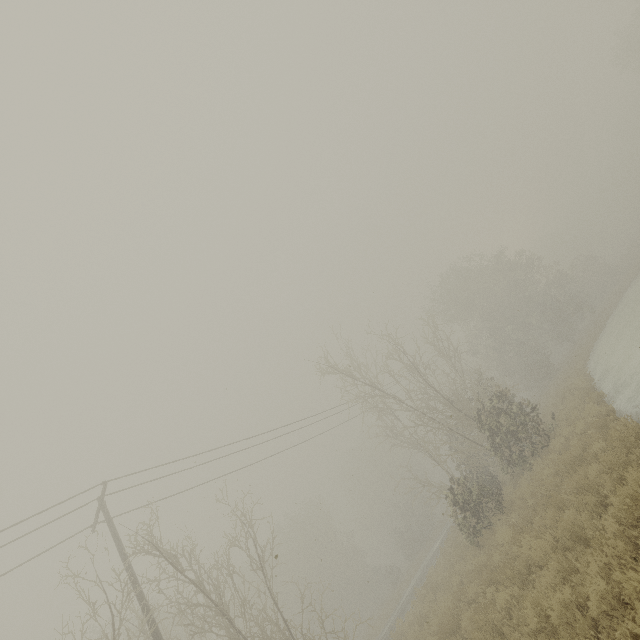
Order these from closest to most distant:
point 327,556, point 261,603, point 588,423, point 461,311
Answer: point 588,423
point 327,556
point 461,311
point 261,603
